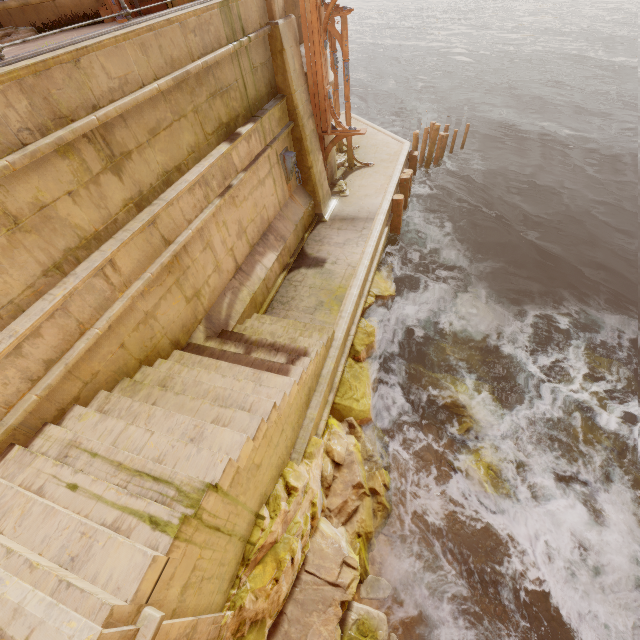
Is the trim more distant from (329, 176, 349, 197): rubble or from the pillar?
(329, 176, 349, 197): rubble

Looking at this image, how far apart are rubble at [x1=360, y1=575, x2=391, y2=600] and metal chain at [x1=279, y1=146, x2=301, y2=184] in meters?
10.0

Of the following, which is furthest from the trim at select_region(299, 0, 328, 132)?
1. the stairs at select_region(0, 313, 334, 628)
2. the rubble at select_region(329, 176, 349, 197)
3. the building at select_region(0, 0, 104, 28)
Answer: the stairs at select_region(0, 313, 334, 628)

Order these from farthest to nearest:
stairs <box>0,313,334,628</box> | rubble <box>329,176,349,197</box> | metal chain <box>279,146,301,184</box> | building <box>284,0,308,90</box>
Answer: rubble <box>329,176,349,197</box>
metal chain <box>279,146,301,184</box>
building <box>284,0,308,90</box>
stairs <box>0,313,334,628</box>

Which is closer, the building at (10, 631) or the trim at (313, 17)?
the building at (10, 631)

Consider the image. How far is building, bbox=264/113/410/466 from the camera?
7.6m

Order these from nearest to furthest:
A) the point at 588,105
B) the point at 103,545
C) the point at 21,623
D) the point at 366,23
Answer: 1. the point at 21,623
2. the point at 103,545
3. the point at 588,105
4. the point at 366,23

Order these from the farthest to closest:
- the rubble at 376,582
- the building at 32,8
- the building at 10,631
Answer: the building at 32,8 → the rubble at 376,582 → the building at 10,631
